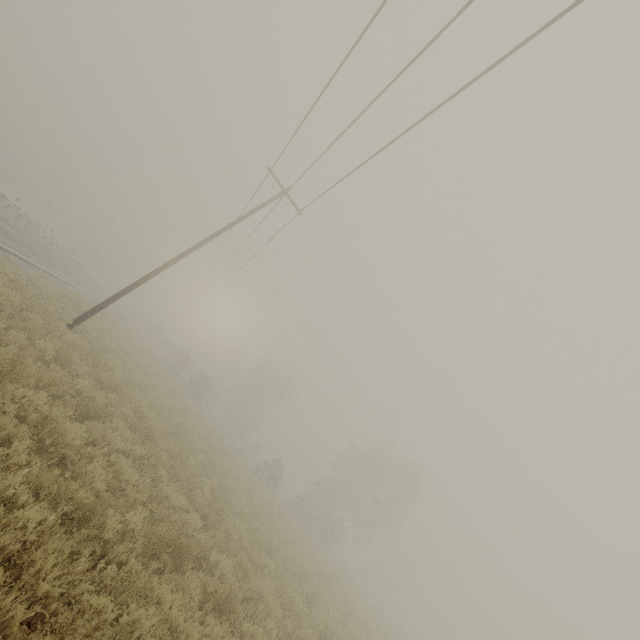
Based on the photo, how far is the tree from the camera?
51.9 meters

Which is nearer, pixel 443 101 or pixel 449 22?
pixel 449 22

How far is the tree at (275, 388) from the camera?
51.9m
